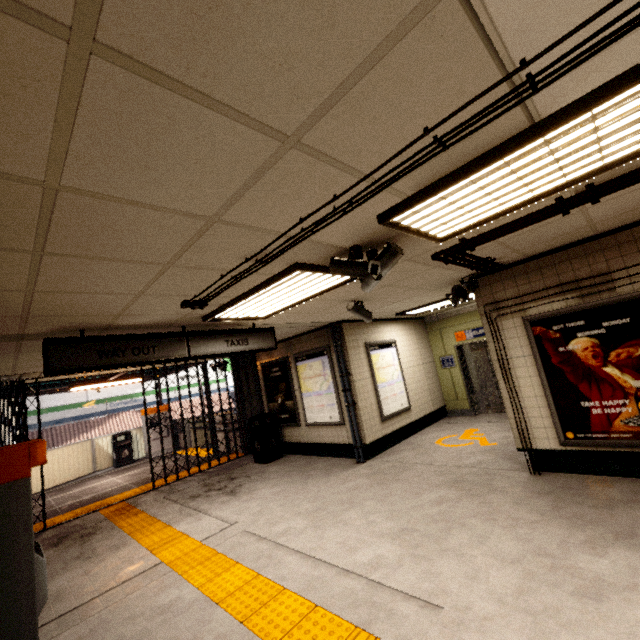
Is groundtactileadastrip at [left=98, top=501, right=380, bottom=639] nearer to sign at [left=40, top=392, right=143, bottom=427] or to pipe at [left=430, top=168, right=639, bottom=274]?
pipe at [left=430, top=168, right=639, bottom=274]

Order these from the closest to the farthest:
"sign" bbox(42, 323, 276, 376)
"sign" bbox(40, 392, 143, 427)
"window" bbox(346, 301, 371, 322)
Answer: "sign" bbox(42, 323, 276, 376)
"window" bbox(346, 301, 371, 322)
"sign" bbox(40, 392, 143, 427)

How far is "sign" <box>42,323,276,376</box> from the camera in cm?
351

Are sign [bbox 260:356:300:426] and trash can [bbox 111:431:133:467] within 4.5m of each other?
no

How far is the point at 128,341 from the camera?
3.99m

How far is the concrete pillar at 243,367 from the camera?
9.23m

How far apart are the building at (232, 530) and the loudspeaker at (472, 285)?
4.61m

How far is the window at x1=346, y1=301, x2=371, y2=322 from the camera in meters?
5.1 m
